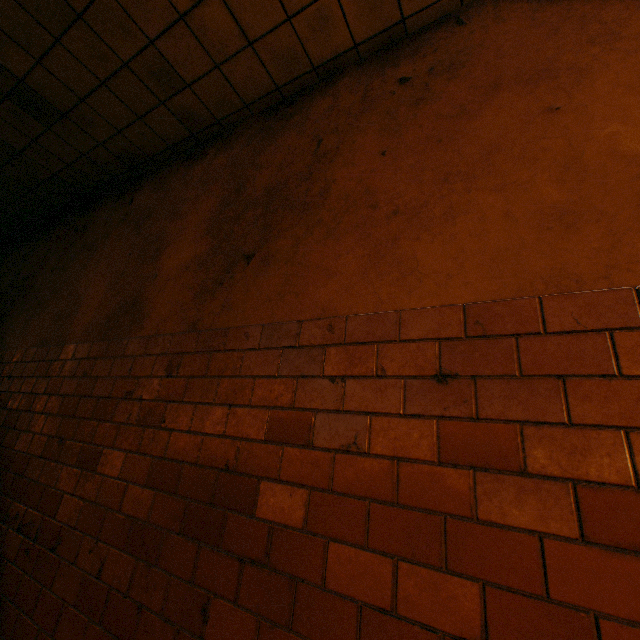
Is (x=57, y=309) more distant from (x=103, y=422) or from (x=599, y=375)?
(x=599, y=375)
